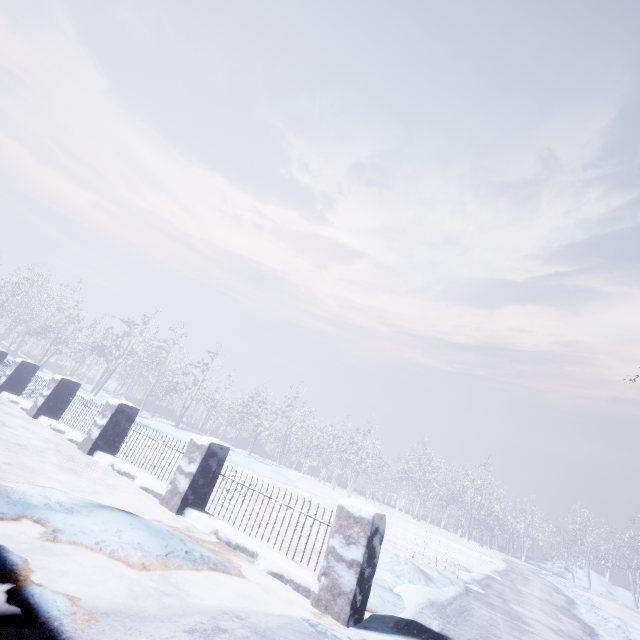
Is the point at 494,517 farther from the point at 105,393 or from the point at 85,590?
the point at 85,590
